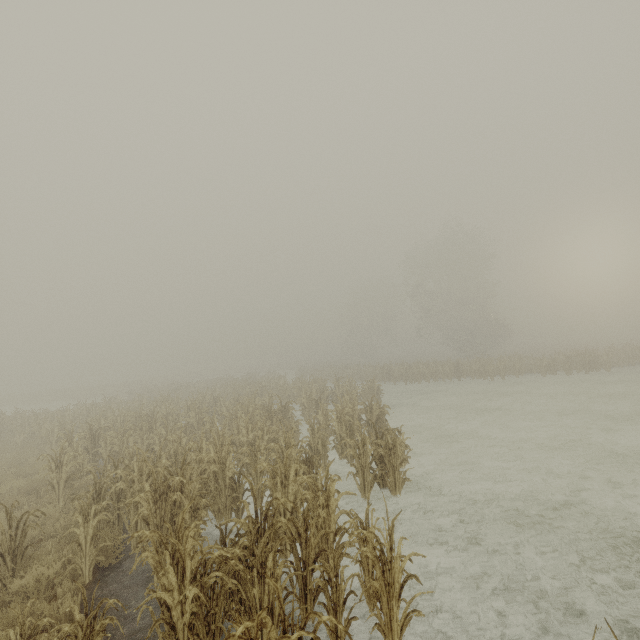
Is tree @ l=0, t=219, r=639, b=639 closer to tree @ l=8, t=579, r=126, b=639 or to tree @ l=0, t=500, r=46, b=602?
tree @ l=0, t=500, r=46, b=602

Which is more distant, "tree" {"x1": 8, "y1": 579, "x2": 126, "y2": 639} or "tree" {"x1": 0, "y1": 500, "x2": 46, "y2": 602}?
"tree" {"x1": 0, "y1": 500, "x2": 46, "y2": 602}

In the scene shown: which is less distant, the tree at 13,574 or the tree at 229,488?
the tree at 229,488

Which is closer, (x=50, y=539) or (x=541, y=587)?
(x=541, y=587)

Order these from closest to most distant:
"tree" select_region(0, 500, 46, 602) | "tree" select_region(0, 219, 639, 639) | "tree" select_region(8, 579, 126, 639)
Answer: "tree" select_region(8, 579, 126, 639), "tree" select_region(0, 219, 639, 639), "tree" select_region(0, 500, 46, 602)

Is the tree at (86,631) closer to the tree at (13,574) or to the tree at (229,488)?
the tree at (13,574)

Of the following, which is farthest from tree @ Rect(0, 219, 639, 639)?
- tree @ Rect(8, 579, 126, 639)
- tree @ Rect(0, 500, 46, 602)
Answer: tree @ Rect(8, 579, 126, 639)
